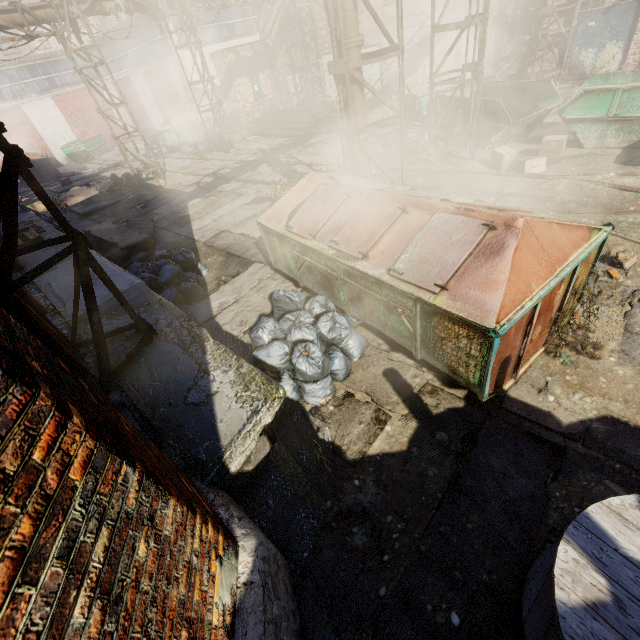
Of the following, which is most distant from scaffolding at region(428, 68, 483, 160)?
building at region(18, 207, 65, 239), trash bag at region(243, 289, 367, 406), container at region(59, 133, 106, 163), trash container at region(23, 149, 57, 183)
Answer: container at region(59, 133, 106, 163)

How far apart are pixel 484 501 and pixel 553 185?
7.6m

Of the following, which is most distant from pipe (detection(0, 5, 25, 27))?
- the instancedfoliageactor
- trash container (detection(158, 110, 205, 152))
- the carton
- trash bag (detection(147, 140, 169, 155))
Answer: trash bag (detection(147, 140, 169, 155))

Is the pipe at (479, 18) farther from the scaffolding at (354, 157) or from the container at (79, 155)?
the container at (79, 155)

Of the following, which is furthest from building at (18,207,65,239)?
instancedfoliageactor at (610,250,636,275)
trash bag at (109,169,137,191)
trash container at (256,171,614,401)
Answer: instancedfoliageactor at (610,250,636,275)

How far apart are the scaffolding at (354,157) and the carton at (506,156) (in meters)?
3.40

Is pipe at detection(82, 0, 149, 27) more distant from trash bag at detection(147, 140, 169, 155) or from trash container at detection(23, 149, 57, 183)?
trash container at detection(23, 149, 57, 183)

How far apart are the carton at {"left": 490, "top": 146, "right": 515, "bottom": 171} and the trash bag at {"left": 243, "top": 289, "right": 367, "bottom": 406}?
6.5m
